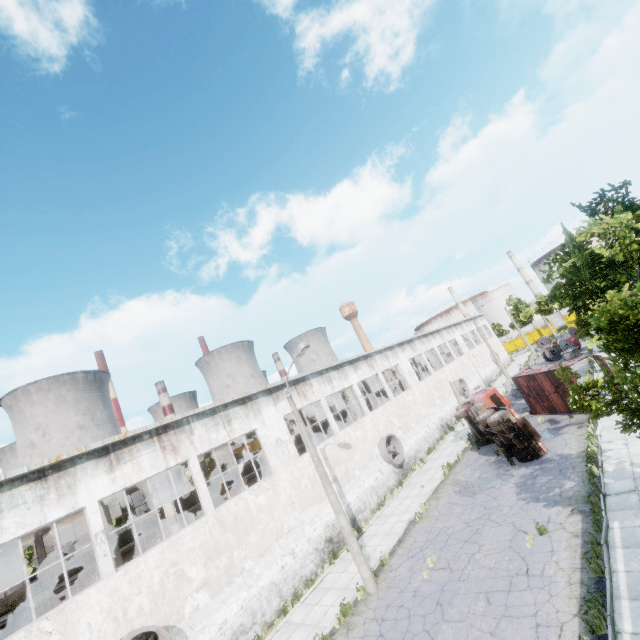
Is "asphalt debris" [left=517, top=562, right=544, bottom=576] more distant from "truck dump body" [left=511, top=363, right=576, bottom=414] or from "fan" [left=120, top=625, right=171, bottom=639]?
"truck dump body" [left=511, top=363, right=576, bottom=414]

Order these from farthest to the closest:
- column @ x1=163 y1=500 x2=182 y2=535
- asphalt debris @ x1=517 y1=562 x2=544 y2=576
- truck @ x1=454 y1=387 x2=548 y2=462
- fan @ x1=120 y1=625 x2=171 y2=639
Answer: truck @ x1=454 y1=387 x2=548 y2=462
column @ x1=163 y1=500 x2=182 y2=535
fan @ x1=120 y1=625 x2=171 y2=639
asphalt debris @ x1=517 y1=562 x2=544 y2=576

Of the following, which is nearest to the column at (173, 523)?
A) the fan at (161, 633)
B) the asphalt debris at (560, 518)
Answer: the fan at (161, 633)

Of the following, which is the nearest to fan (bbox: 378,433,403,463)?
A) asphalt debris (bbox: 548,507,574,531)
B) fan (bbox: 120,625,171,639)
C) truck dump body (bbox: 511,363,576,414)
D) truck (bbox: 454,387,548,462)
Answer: truck (bbox: 454,387,548,462)

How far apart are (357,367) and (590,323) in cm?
1804

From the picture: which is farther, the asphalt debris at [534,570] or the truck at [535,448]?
the truck at [535,448]

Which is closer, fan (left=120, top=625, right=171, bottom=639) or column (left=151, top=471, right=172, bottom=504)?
fan (left=120, top=625, right=171, bottom=639)

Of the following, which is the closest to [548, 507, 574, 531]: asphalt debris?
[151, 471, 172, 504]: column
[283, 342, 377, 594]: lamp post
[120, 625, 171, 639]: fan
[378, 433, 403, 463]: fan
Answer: [283, 342, 377, 594]: lamp post
